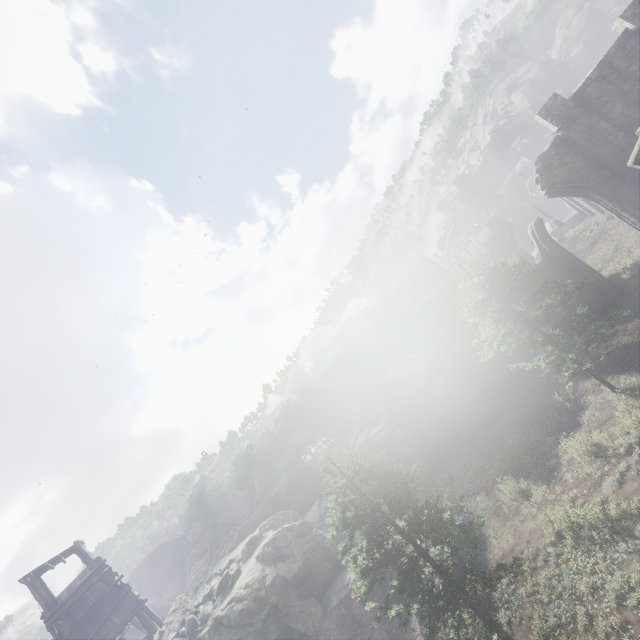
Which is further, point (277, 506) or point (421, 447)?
point (277, 506)

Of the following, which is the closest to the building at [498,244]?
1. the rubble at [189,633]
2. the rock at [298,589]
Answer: the rock at [298,589]

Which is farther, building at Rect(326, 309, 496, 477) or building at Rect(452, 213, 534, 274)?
building at Rect(452, 213, 534, 274)

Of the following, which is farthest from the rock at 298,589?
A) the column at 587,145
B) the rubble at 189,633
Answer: the column at 587,145

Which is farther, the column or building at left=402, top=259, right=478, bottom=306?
building at left=402, top=259, right=478, bottom=306

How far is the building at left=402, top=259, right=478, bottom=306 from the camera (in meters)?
42.03
